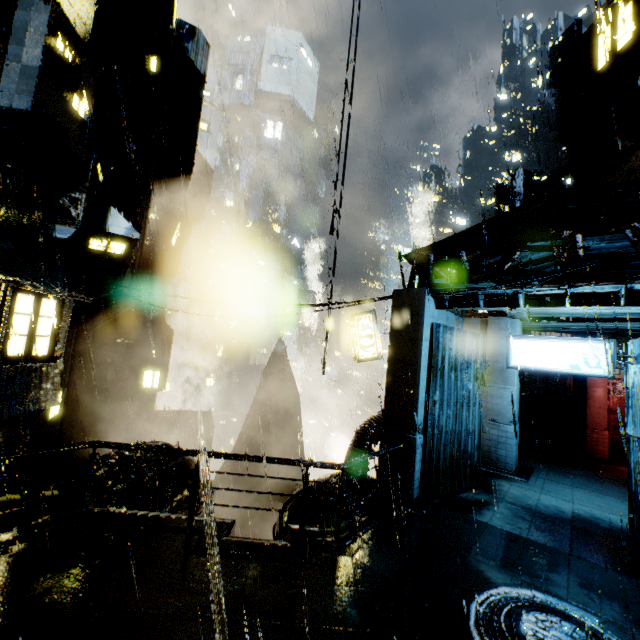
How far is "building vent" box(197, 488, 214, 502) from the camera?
13.42m

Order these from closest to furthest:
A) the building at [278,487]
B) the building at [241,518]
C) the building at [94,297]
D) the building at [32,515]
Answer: the building at [32,515], the building at [94,297], the building at [278,487], the building at [241,518]

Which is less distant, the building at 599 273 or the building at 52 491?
the building at 599 273

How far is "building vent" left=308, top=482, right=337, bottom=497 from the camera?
10.1 meters

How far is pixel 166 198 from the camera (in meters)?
24.52

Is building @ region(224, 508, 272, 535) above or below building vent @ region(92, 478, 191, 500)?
below

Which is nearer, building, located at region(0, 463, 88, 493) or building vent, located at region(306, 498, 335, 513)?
building, located at region(0, 463, 88, 493)

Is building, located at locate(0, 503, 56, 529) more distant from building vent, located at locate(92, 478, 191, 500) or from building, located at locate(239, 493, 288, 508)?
building, located at locate(239, 493, 288, 508)
